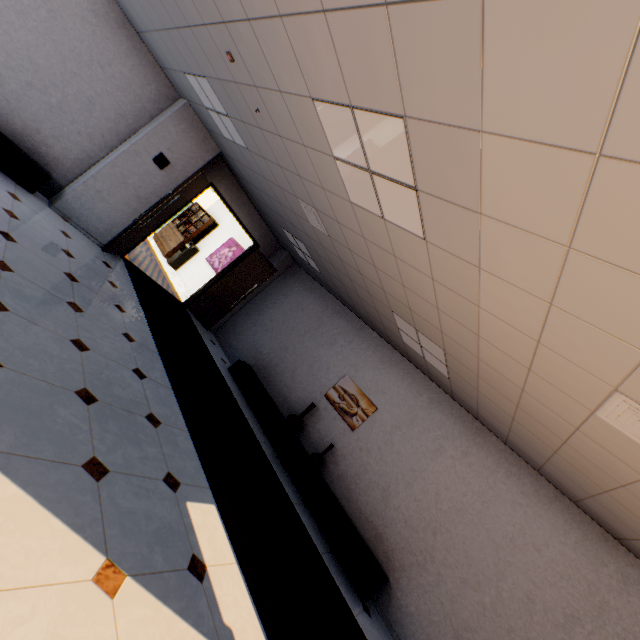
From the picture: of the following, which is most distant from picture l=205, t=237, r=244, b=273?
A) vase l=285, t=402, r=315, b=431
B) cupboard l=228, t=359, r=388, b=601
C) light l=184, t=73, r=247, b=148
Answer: vase l=285, t=402, r=315, b=431

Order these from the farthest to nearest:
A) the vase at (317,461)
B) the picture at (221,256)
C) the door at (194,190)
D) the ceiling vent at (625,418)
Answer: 1. the picture at (221,256)
2. the door at (194,190)
3. the vase at (317,461)
4. the ceiling vent at (625,418)

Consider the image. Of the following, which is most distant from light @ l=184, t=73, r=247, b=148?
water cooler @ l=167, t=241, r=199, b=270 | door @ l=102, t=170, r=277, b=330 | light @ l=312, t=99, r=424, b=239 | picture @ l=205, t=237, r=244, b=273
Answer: water cooler @ l=167, t=241, r=199, b=270

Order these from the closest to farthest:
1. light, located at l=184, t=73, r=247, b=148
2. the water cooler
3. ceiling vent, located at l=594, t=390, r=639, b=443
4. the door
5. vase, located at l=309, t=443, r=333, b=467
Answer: ceiling vent, located at l=594, t=390, r=639, b=443
light, located at l=184, t=73, r=247, b=148
vase, located at l=309, t=443, r=333, b=467
the door
the water cooler

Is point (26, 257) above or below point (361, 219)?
below

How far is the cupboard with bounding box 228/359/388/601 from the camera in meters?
4.5

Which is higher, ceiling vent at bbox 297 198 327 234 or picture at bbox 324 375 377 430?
ceiling vent at bbox 297 198 327 234

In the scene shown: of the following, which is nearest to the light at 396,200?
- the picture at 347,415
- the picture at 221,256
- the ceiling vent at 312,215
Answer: the ceiling vent at 312,215
